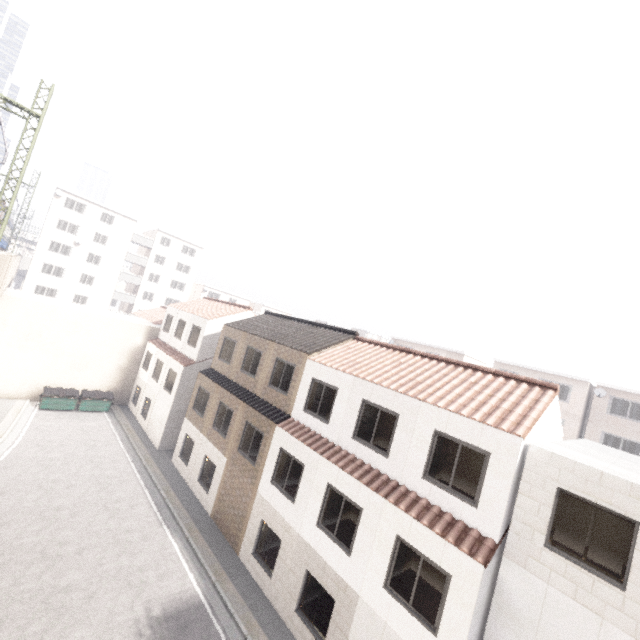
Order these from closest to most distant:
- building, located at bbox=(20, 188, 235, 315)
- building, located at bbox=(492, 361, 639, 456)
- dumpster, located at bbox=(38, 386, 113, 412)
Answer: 1. dumpster, located at bbox=(38, 386, 113, 412)
2. building, located at bbox=(492, 361, 639, 456)
3. building, located at bbox=(20, 188, 235, 315)

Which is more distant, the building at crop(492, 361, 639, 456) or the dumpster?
the building at crop(492, 361, 639, 456)

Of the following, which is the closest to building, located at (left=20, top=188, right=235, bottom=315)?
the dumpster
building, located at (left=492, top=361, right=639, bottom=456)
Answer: the dumpster

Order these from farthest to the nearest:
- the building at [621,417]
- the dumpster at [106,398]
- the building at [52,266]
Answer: the building at [52,266] < the building at [621,417] < the dumpster at [106,398]

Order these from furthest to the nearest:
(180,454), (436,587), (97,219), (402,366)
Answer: (97,219), (180,454), (402,366), (436,587)

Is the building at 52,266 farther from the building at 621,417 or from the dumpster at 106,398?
the building at 621,417

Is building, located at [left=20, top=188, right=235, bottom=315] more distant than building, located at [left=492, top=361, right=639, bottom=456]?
Yes

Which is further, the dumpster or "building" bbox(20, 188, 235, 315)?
"building" bbox(20, 188, 235, 315)
